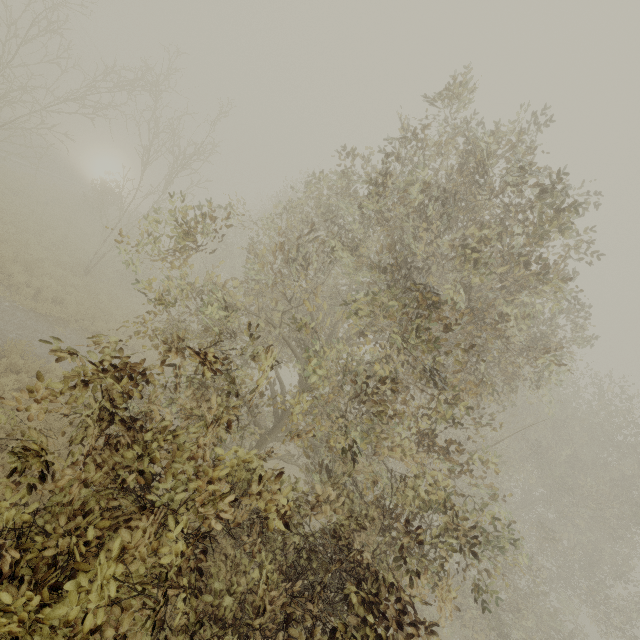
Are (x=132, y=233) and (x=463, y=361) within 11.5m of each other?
no
